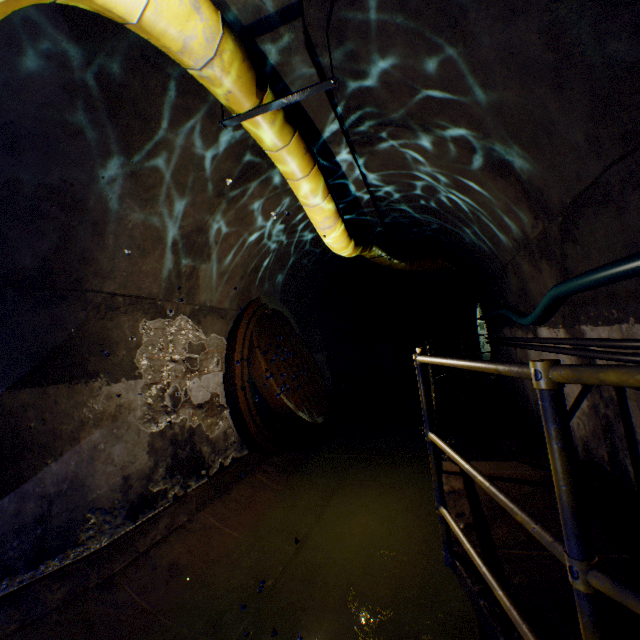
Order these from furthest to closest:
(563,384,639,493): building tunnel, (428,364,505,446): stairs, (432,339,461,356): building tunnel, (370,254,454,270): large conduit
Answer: (432,339,461,356): building tunnel, (370,254,454,270): large conduit, (428,364,505,446): stairs, (563,384,639,493): building tunnel

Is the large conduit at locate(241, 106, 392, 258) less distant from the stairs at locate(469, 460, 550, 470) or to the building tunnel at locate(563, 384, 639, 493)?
the building tunnel at locate(563, 384, 639, 493)

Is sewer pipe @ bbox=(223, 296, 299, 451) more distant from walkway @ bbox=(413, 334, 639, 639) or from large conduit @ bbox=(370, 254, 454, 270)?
large conduit @ bbox=(370, 254, 454, 270)

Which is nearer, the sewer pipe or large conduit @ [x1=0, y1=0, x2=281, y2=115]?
large conduit @ [x1=0, y1=0, x2=281, y2=115]

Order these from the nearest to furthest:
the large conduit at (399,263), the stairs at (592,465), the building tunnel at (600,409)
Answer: the building tunnel at (600,409)
the stairs at (592,465)
the large conduit at (399,263)

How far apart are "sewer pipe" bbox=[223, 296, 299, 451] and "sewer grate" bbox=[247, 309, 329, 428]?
0.0 meters

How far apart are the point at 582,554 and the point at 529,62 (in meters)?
2.60

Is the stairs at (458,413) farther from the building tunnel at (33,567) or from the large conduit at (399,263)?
the large conduit at (399,263)
